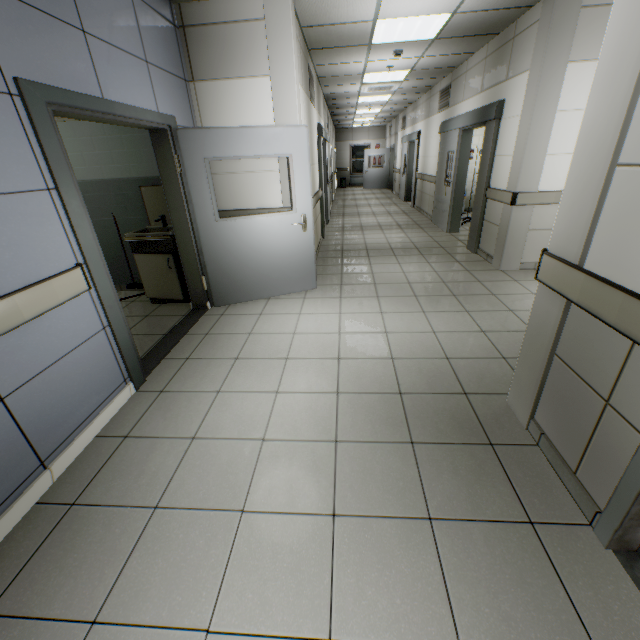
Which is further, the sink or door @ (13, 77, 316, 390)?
the sink

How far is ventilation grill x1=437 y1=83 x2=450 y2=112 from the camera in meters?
7.4

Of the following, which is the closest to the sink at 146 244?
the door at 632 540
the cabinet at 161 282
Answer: the cabinet at 161 282

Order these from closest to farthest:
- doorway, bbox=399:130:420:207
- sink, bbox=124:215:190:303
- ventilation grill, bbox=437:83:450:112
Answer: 1. sink, bbox=124:215:190:303
2. ventilation grill, bbox=437:83:450:112
3. doorway, bbox=399:130:420:207

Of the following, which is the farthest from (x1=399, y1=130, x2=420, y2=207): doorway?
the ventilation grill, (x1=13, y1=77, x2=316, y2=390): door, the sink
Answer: the sink

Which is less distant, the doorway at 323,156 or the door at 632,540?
the door at 632,540

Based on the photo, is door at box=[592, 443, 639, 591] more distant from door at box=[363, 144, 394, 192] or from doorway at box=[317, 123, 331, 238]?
door at box=[363, 144, 394, 192]

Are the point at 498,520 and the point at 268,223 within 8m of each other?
yes
